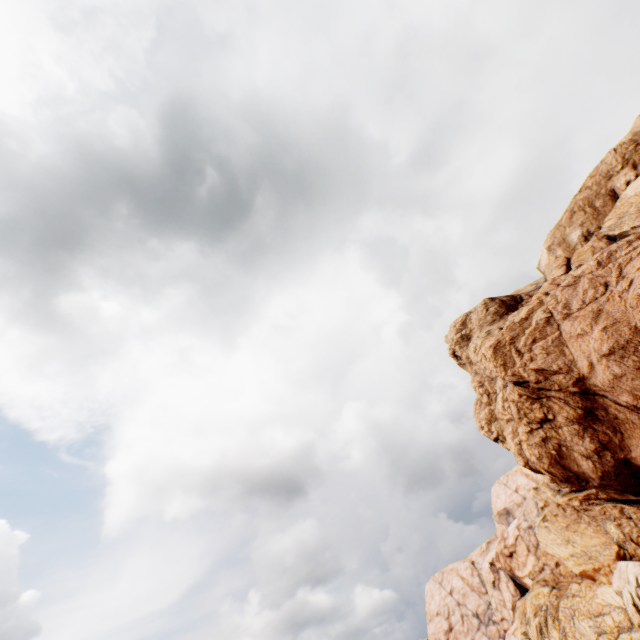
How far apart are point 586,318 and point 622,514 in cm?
5260
